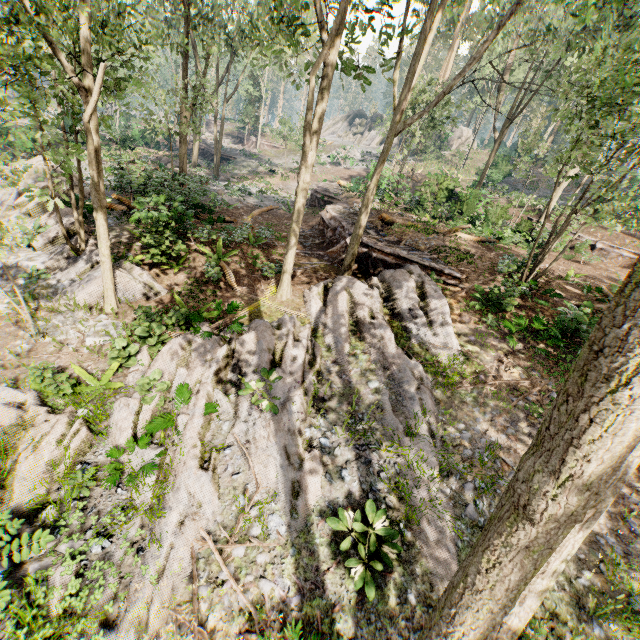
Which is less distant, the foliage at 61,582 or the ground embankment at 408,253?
the foliage at 61,582

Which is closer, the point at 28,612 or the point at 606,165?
the point at 28,612

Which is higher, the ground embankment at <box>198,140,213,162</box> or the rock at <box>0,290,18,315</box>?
the ground embankment at <box>198,140,213,162</box>

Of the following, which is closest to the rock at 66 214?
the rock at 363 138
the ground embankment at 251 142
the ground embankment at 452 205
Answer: the ground embankment at 452 205

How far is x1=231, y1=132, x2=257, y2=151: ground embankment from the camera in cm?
4872

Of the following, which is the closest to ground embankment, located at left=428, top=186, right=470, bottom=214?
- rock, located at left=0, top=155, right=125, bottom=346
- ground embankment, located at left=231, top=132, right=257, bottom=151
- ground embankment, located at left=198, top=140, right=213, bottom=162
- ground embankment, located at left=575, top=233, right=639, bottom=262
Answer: ground embankment, located at left=575, top=233, right=639, bottom=262

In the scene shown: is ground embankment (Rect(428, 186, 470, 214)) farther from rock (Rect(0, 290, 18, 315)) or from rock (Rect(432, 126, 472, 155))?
rock (Rect(0, 290, 18, 315))

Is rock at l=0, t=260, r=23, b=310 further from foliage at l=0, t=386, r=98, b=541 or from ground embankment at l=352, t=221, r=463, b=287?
ground embankment at l=352, t=221, r=463, b=287
